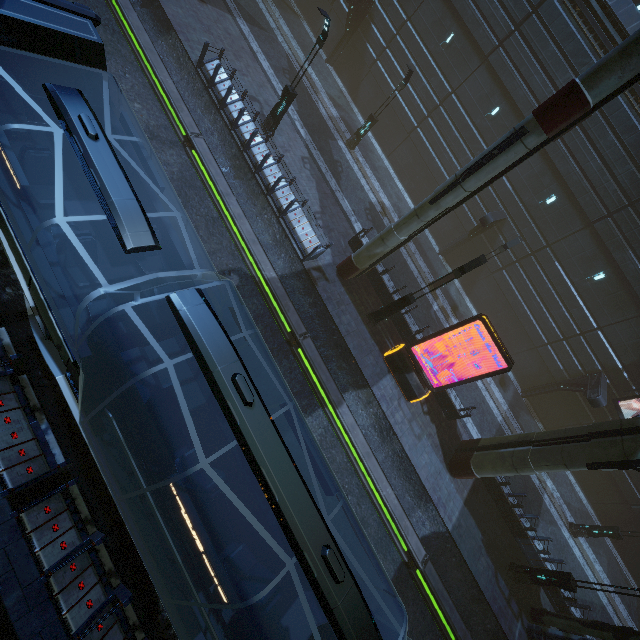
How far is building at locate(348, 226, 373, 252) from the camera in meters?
16.7 m

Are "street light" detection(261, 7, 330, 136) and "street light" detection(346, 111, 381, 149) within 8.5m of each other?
yes

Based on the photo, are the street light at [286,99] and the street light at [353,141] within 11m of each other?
yes

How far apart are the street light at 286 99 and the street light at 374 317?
10.58m

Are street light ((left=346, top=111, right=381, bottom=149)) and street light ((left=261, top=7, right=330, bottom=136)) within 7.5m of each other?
yes

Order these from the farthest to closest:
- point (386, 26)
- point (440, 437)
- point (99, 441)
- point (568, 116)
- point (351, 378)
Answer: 1. point (386, 26)
2. point (440, 437)
3. point (351, 378)
4. point (568, 116)
5. point (99, 441)

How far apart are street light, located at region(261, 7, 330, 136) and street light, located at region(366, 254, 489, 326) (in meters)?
10.58

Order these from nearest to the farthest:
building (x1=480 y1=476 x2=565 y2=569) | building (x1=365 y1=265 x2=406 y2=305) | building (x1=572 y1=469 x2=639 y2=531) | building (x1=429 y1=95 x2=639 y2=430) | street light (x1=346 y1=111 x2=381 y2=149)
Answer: building (x1=480 y1=476 x2=565 y2=569) < building (x1=365 y1=265 x2=406 y2=305) < building (x1=429 y1=95 x2=639 y2=430) < street light (x1=346 y1=111 x2=381 y2=149) < building (x1=572 y1=469 x2=639 y2=531)
